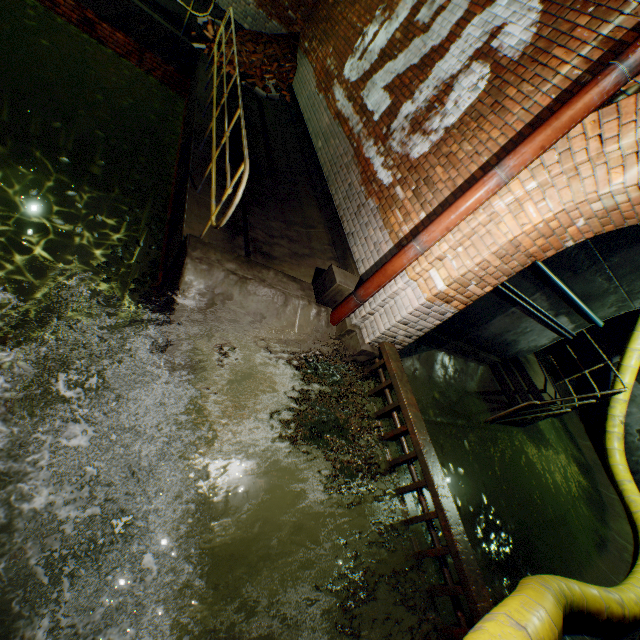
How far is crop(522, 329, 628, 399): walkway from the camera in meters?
7.3

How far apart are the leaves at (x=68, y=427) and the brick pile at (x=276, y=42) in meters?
9.3 m

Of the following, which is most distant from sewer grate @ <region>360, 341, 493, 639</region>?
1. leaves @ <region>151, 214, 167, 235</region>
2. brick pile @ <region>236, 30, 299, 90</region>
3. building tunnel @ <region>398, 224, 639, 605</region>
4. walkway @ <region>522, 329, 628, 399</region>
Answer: brick pile @ <region>236, 30, 299, 90</region>

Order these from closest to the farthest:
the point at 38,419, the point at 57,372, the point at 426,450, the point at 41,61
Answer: the point at 426,450 → the point at 38,419 → the point at 57,372 → the point at 41,61

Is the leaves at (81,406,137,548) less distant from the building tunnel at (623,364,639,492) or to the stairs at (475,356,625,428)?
the building tunnel at (623,364,639,492)

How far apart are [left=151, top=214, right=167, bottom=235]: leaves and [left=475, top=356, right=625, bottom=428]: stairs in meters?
6.5 m

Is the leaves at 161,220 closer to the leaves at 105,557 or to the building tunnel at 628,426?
the leaves at 105,557

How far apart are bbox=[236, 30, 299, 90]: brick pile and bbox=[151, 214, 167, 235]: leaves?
5.8m
